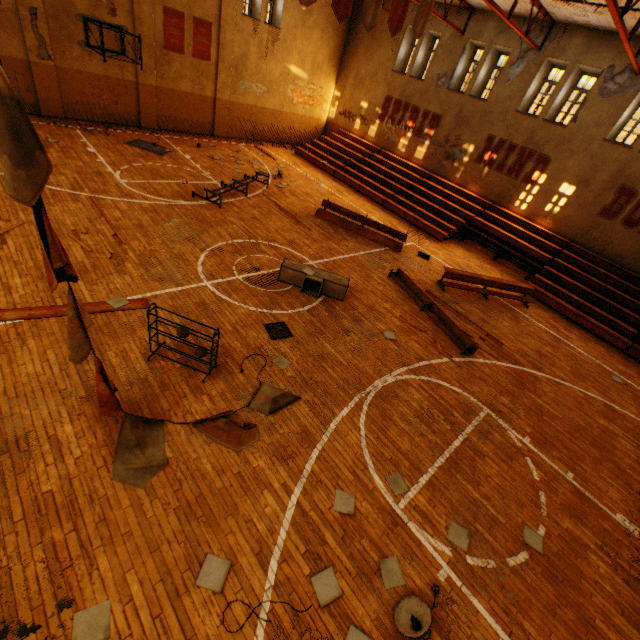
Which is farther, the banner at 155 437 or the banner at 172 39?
the banner at 172 39

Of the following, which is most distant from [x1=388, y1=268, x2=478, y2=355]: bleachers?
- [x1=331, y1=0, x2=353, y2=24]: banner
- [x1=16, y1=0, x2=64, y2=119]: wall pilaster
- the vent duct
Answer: [x1=16, y1=0, x2=64, y2=119]: wall pilaster

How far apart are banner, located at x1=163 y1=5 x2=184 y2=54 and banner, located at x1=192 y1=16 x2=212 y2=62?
0.4m

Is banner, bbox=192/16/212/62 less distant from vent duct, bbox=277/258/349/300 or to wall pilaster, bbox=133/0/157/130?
wall pilaster, bbox=133/0/157/130

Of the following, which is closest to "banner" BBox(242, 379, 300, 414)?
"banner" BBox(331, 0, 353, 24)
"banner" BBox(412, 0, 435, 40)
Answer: "banner" BBox(331, 0, 353, 24)

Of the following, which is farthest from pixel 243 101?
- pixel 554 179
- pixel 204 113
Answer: pixel 554 179

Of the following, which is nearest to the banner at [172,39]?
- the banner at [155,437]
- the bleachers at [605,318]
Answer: the bleachers at [605,318]

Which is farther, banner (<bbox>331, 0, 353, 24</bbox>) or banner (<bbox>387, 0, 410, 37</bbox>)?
banner (<bbox>387, 0, 410, 37</bbox>)
